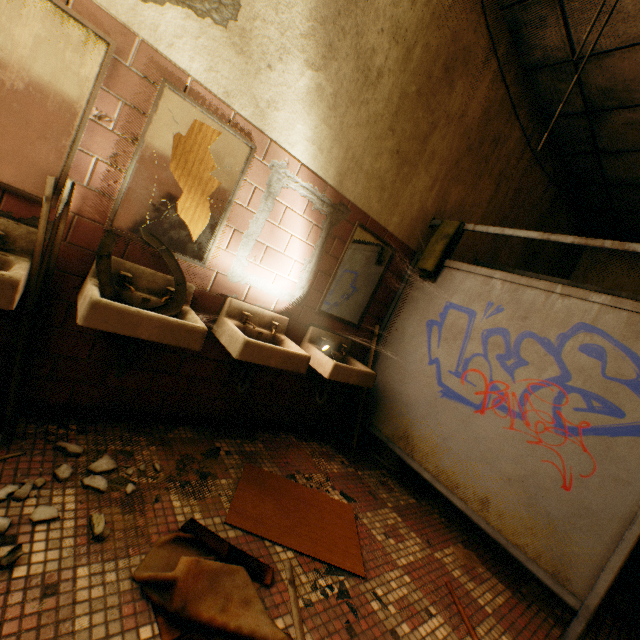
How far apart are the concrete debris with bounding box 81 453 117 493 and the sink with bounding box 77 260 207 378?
0.5m

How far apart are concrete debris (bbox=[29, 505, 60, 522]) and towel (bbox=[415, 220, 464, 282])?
2.6 meters

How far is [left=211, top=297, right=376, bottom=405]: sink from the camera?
1.93m

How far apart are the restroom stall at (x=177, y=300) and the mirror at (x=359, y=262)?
1.1 meters

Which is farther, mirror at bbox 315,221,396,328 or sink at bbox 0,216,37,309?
mirror at bbox 315,221,396,328

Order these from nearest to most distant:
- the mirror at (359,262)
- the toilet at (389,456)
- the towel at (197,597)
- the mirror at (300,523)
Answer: the towel at (197,597)
the mirror at (300,523)
the mirror at (359,262)
the toilet at (389,456)

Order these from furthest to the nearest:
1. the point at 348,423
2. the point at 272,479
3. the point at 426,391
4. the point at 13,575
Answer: the point at 348,423
the point at 426,391
the point at 272,479
the point at 13,575
